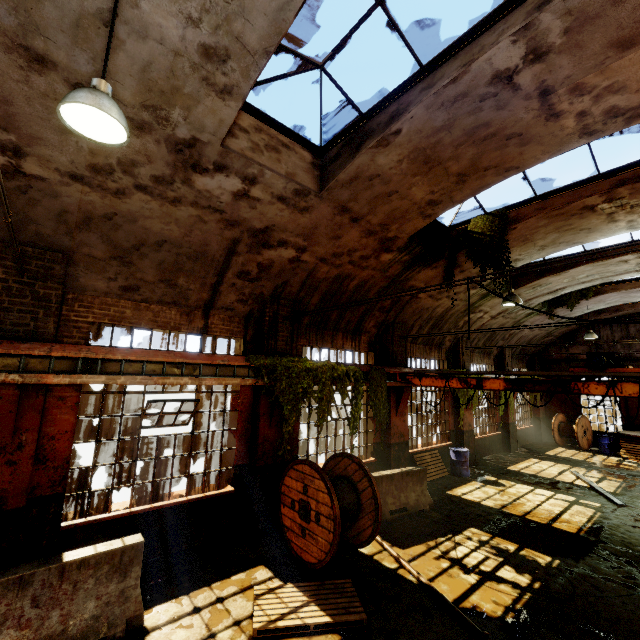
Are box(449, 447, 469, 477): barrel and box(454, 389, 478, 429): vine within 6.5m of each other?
yes

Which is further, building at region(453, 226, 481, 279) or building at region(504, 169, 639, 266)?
building at region(453, 226, 481, 279)

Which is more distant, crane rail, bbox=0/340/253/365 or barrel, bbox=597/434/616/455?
A: barrel, bbox=597/434/616/455

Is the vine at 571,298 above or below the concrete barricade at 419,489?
above

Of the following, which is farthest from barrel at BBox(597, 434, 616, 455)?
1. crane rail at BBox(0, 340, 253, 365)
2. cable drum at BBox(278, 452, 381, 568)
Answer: cable drum at BBox(278, 452, 381, 568)

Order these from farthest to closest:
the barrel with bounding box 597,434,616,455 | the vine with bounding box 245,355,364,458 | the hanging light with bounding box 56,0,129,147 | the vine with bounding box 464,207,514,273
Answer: the barrel with bounding box 597,434,616,455 < the vine with bounding box 464,207,514,273 < the vine with bounding box 245,355,364,458 < the hanging light with bounding box 56,0,129,147

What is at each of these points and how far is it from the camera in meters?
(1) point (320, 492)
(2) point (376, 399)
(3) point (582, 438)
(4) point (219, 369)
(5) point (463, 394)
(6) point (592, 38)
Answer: (1) cable drum, 6.2 m
(2) vine, 9.7 m
(3) cable drum, 17.9 m
(4) beam, 6.9 m
(5) vine, 13.1 m
(6) building, 3.8 m
